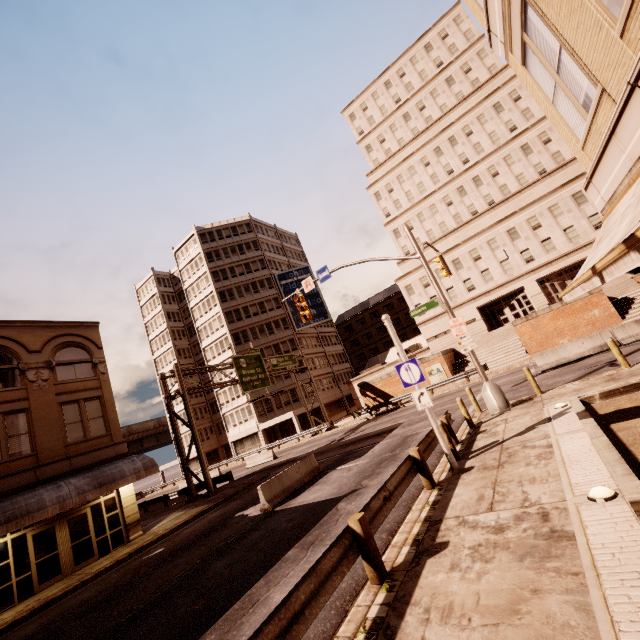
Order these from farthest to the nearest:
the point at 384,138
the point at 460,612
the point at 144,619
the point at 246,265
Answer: the point at 246,265
the point at 384,138
the point at 144,619
the point at 460,612

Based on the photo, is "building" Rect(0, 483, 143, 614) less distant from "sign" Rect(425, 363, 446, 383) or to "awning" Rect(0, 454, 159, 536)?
"awning" Rect(0, 454, 159, 536)

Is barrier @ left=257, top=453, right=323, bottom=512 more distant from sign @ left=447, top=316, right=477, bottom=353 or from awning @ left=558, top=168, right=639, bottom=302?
awning @ left=558, top=168, right=639, bottom=302

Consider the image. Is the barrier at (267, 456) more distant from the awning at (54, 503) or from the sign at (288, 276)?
the sign at (288, 276)

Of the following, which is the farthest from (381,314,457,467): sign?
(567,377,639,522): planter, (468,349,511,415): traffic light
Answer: (468,349,511,415): traffic light

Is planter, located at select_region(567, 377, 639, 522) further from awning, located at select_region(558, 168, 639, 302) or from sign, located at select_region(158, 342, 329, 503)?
sign, located at select_region(158, 342, 329, 503)

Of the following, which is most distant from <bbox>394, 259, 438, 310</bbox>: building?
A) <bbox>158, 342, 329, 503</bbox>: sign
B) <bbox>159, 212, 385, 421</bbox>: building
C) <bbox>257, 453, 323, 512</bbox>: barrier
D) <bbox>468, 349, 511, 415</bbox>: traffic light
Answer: <bbox>257, 453, 323, 512</bbox>: barrier

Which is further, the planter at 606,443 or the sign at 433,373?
the sign at 433,373
